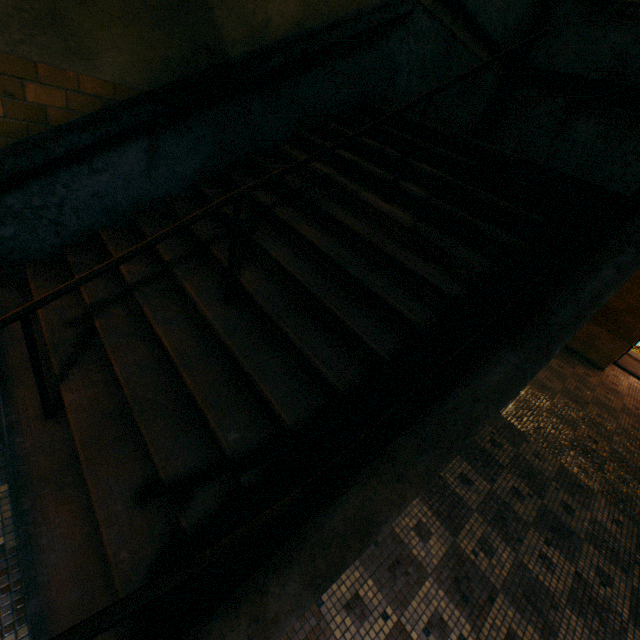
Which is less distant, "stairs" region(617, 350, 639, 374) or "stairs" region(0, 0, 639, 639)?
"stairs" region(0, 0, 639, 639)

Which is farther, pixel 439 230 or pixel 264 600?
pixel 439 230

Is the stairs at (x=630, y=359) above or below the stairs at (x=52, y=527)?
below

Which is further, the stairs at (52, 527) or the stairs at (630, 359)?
the stairs at (630, 359)

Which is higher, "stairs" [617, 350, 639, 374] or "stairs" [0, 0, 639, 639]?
"stairs" [0, 0, 639, 639]
